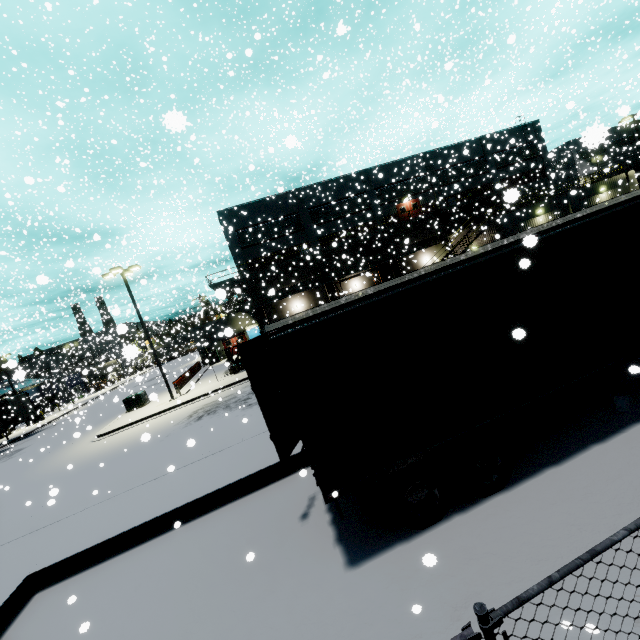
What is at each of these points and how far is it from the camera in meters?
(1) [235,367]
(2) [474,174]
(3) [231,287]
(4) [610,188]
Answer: (1) forklift, 25.8
(2) building, 38.4
(3) balcony, 35.7
(4) building, 32.6

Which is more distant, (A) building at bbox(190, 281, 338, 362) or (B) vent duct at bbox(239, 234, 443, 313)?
(A) building at bbox(190, 281, 338, 362)

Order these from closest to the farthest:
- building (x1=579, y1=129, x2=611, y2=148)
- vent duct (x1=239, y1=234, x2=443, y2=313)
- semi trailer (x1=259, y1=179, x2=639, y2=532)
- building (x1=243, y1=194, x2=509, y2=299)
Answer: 1. building (x1=579, y1=129, x2=611, y2=148)
2. semi trailer (x1=259, y1=179, x2=639, y2=532)
3. vent duct (x1=239, y1=234, x2=443, y2=313)
4. building (x1=243, y1=194, x2=509, y2=299)

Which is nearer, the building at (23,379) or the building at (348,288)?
the building at (23,379)

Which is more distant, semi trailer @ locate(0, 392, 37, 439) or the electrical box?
semi trailer @ locate(0, 392, 37, 439)

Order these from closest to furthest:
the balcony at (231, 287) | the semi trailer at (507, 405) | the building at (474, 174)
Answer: the semi trailer at (507, 405) < the balcony at (231, 287) < the building at (474, 174)

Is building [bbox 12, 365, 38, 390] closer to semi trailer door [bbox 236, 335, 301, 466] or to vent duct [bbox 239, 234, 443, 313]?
vent duct [bbox 239, 234, 443, 313]

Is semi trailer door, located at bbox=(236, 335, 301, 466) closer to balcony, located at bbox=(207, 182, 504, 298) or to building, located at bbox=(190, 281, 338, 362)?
building, located at bbox=(190, 281, 338, 362)
